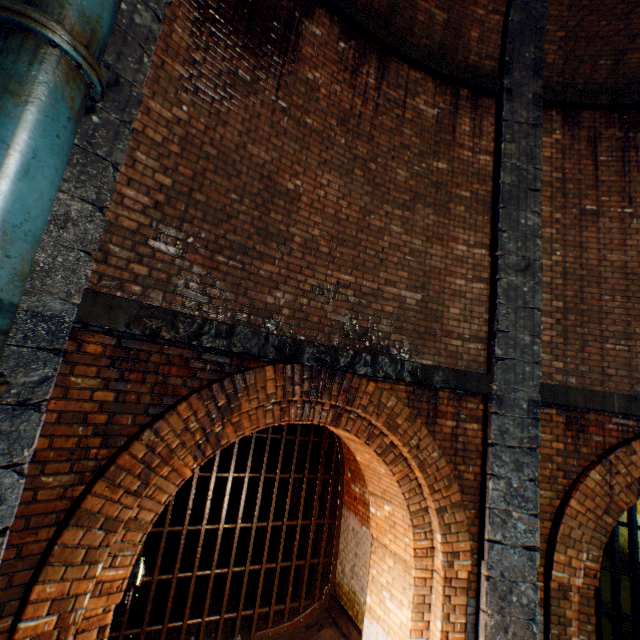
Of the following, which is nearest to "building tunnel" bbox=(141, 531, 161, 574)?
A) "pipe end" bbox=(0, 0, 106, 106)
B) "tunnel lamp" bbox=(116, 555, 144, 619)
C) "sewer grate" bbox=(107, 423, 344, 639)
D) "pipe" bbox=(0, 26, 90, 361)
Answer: "sewer grate" bbox=(107, 423, 344, 639)

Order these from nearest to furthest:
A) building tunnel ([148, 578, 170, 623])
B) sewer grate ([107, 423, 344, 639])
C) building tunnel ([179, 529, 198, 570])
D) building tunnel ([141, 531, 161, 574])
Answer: sewer grate ([107, 423, 344, 639]) → building tunnel ([148, 578, 170, 623]) → building tunnel ([141, 531, 161, 574]) → building tunnel ([179, 529, 198, 570])

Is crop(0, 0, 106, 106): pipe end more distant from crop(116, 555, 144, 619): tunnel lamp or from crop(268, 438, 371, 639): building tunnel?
crop(116, 555, 144, 619): tunnel lamp

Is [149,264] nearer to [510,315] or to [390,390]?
[390,390]

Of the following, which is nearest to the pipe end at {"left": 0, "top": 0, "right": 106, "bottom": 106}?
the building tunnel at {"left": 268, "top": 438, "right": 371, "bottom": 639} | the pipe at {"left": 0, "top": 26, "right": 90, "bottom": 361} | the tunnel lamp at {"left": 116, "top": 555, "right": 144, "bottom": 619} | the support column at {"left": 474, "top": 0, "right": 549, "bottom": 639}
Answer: the pipe at {"left": 0, "top": 26, "right": 90, "bottom": 361}

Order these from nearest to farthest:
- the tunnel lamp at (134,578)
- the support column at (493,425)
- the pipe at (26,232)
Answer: the pipe at (26,232), the tunnel lamp at (134,578), the support column at (493,425)

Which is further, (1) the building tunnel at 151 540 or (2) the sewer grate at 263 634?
(1) the building tunnel at 151 540

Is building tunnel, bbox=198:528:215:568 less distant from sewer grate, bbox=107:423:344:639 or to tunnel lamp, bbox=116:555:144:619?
sewer grate, bbox=107:423:344:639
